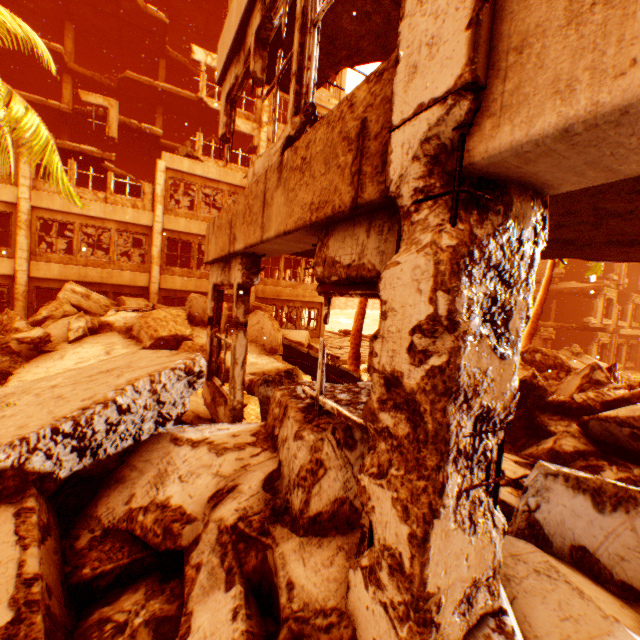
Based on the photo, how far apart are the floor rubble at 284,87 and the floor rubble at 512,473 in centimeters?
558cm

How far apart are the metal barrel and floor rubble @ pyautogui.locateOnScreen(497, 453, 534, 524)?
5.2m

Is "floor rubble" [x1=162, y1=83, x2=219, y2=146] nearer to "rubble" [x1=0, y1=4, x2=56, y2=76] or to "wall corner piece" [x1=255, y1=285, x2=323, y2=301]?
"rubble" [x1=0, y1=4, x2=56, y2=76]

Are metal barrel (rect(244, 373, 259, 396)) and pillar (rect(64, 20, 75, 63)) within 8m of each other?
no

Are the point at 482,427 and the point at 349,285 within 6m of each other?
yes

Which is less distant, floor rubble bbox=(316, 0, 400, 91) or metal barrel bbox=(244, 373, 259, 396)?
floor rubble bbox=(316, 0, 400, 91)

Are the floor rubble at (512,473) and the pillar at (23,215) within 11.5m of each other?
no

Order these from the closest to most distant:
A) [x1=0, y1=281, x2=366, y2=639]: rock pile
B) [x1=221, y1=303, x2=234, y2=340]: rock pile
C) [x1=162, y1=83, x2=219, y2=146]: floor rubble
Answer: [x1=0, y1=281, x2=366, y2=639]: rock pile < [x1=221, y1=303, x2=234, y2=340]: rock pile < [x1=162, y1=83, x2=219, y2=146]: floor rubble
